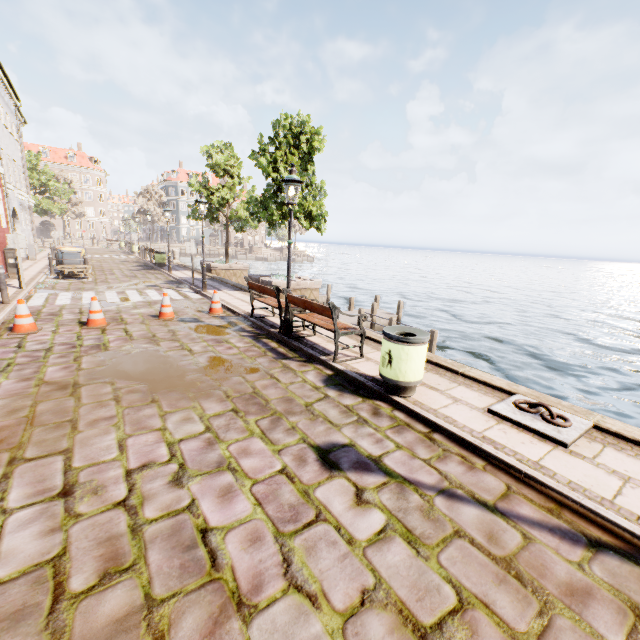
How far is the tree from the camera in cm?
3594

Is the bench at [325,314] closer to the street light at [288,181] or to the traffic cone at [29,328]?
the street light at [288,181]

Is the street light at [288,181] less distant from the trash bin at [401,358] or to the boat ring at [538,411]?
Result: the trash bin at [401,358]

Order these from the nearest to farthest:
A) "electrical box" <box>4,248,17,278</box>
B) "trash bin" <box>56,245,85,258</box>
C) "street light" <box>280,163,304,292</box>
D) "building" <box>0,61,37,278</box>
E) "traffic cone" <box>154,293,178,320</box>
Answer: "street light" <box>280,163,304,292</box>
"traffic cone" <box>154,293,178,320</box>
"electrical box" <box>4,248,17,278</box>
"building" <box>0,61,37,278</box>
"trash bin" <box>56,245,85,258</box>

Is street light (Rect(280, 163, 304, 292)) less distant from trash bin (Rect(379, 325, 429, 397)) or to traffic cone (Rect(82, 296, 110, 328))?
trash bin (Rect(379, 325, 429, 397))

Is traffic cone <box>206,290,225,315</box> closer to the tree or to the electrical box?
the electrical box

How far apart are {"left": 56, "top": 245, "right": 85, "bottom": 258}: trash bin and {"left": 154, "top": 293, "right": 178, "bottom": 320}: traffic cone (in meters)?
10.86

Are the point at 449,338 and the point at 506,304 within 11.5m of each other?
no
